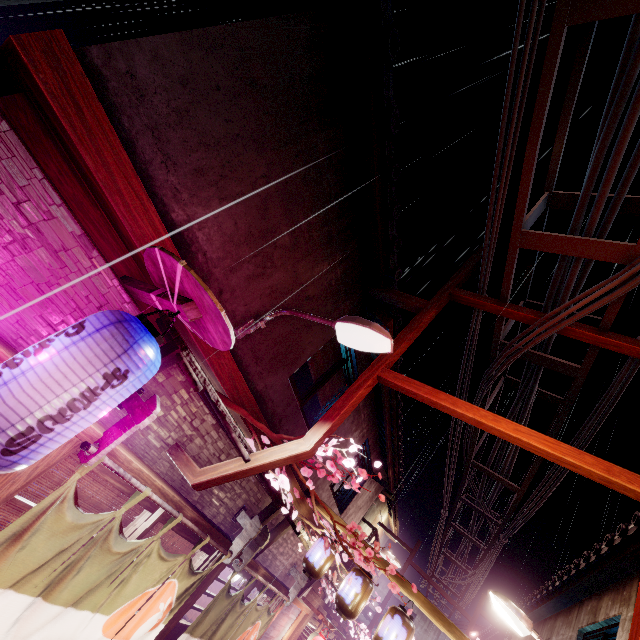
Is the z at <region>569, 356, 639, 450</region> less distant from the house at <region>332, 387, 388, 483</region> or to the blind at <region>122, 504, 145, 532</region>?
the house at <region>332, 387, 388, 483</region>

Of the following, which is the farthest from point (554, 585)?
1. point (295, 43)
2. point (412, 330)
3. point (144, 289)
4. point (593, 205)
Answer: point (295, 43)

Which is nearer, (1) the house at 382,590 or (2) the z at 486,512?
(2) the z at 486,512

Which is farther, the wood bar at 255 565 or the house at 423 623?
the house at 423 623

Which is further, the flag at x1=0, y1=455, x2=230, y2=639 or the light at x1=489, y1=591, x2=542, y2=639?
the light at x1=489, y1=591, x2=542, y2=639

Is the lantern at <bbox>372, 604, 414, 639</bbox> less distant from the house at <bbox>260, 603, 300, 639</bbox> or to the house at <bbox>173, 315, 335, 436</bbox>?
the house at <bbox>173, 315, 335, 436</bbox>

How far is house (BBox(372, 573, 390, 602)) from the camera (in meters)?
55.26

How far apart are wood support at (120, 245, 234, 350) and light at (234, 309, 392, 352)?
1.90m
